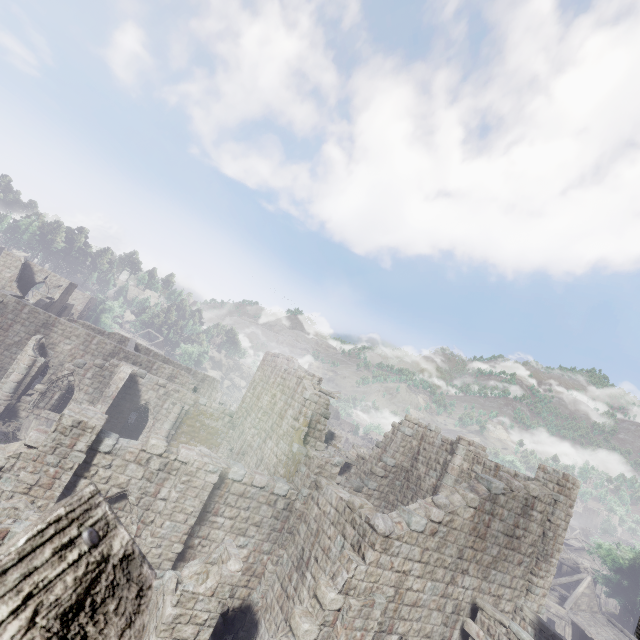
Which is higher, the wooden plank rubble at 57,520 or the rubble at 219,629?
the wooden plank rubble at 57,520

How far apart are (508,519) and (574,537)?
65.4m

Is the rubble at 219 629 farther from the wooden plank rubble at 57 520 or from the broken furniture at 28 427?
the wooden plank rubble at 57 520

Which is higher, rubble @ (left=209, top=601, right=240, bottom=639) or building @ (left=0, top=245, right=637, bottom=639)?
building @ (left=0, top=245, right=637, bottom=639)

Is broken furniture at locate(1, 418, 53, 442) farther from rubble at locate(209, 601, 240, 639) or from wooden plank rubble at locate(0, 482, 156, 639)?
wooden plank rubble at locate(0, 482, 156, 639)

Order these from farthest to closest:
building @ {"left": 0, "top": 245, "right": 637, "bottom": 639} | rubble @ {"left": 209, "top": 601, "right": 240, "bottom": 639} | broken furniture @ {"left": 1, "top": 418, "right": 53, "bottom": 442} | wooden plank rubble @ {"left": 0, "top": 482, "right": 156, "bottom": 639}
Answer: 1. broken furniture @ {"left": 1, "top": 418, "right": 53, "bottom": 442}
2. rubble @ {"left": 209, "top": 601, "right": 240, "bottom": 639}
3. building @ {"left": 0, "top": 245, "right": 637, "bottom": 639}
4. wooden plank rubble @ {"left": 0, "top": 482, "right": 156, "bottom": 639}

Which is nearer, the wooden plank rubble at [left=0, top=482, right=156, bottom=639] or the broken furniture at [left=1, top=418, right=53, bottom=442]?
the wooden plank rubble at [left=0, top=482, right=156, bottom=639]
